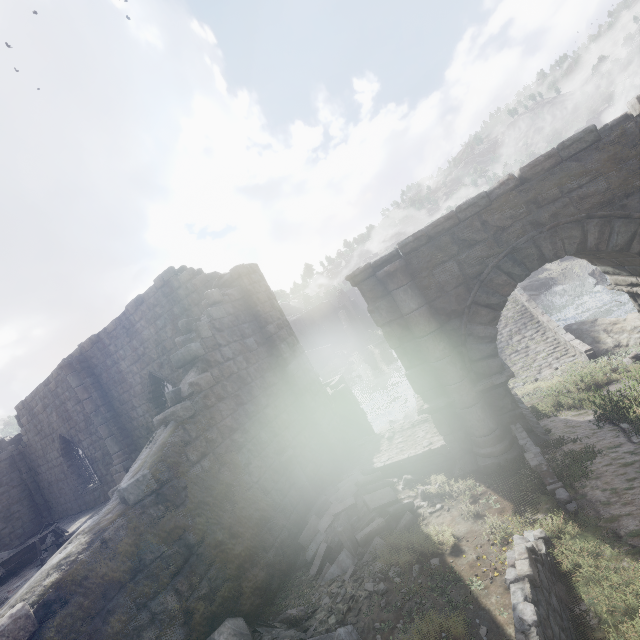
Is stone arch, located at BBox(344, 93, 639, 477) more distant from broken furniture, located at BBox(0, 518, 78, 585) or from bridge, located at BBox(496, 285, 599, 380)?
broken furniture, located at BBox(0, 518, 78, 585)

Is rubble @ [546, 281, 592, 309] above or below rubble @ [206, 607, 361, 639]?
below

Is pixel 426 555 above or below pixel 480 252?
below

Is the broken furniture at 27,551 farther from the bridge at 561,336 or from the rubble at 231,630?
the bridge at 561,336

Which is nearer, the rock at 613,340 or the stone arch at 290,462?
the stone arch at 290,462

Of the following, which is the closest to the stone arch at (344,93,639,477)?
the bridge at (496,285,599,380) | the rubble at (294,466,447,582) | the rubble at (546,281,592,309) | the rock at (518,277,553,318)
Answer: the rubble at (294,466,447,582)

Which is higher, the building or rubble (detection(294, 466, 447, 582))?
the building

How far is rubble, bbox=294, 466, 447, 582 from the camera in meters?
6.5
